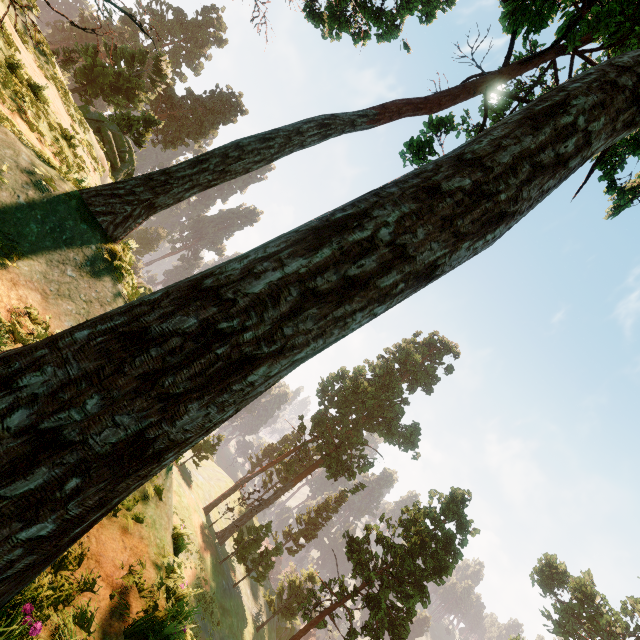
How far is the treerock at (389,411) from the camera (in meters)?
36.91

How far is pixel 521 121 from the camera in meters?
3.1

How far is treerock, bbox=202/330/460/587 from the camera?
36.9 meters

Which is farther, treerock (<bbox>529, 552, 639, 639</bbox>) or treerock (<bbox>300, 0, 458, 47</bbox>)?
treerock (<bbox>529, 552, 639, 639</bbox>)

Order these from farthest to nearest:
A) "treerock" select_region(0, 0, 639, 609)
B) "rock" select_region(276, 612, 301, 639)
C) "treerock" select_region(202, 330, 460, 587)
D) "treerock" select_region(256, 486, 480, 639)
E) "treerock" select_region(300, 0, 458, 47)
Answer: "rock" select_region(276, 612, 301, 639), "treerock" select_region(202, 330, 460, 587), "treerock" select_region(256, 486, 480, 639), "treerock" select_region(300, 0, 458, 47), "treerock" select_region(0, 0, 639, 609)

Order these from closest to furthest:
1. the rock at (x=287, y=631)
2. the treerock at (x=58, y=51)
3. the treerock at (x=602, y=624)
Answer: the treerock at (x=58, y=51), the treerock at (x=602, y=624), the rock at (x=287, y=631)
